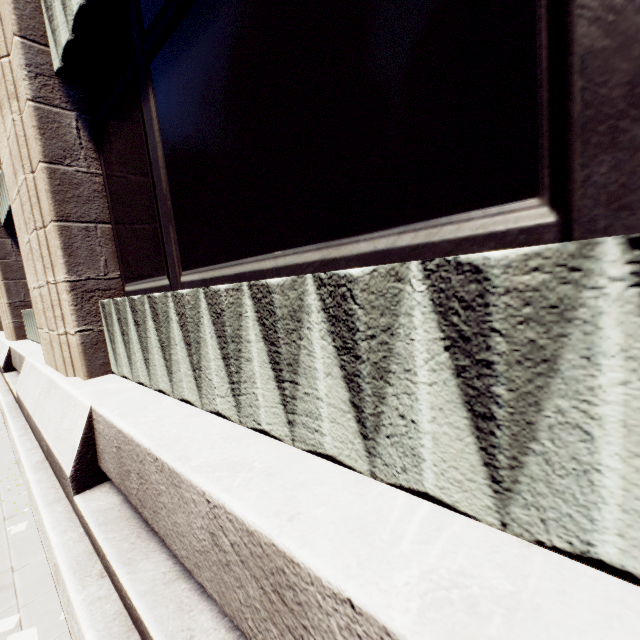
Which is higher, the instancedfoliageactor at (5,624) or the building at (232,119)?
the building at (232,119)

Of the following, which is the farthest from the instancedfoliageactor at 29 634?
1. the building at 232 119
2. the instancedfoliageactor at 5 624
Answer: the building at 232 119

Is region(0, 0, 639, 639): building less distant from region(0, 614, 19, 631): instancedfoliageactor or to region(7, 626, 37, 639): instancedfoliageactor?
region(7, 626, 37, 639): instancedfoliageactor

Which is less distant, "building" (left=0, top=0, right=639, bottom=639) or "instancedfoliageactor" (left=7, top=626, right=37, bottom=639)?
"building" (left=0, top=0, right=639, bottom=639)

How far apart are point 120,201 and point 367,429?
4.3m

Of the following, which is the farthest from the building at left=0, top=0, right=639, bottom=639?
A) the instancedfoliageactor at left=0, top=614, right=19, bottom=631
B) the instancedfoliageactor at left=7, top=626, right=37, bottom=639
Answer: the instancedfoliageactor at left=0, top=614, right=19, bottom=631
